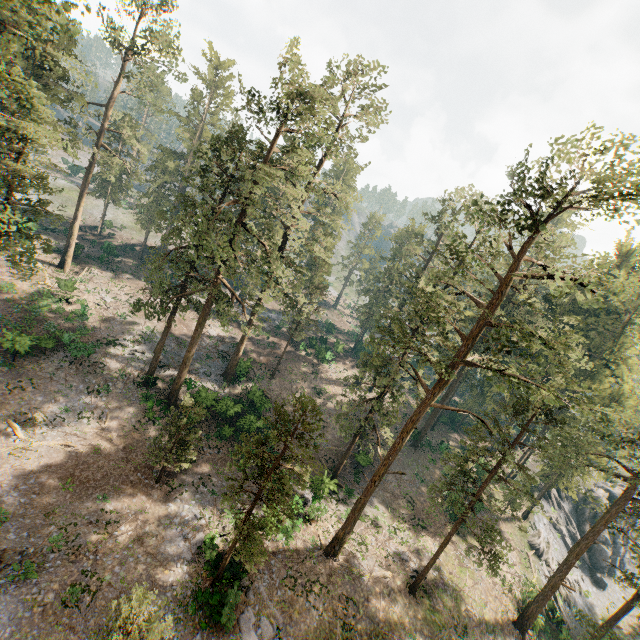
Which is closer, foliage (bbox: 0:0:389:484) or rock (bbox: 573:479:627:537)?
foliage (bbox: 0:0:389:484)

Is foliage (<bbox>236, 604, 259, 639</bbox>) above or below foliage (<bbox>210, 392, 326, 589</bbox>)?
below

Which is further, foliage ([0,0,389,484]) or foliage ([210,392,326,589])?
foliage ([0,0,389,484])

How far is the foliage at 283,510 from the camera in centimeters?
1675cm

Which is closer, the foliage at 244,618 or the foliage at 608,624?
the foliage at 244,618

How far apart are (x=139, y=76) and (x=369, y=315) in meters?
43.6 m

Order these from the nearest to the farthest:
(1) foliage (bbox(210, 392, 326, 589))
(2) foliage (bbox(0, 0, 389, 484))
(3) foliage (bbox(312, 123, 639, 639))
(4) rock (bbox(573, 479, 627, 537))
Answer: (1) foliage (bbox(210, 392, 326, 589)) → (3) foliage (bbox(312, 123, 639, 639)) → (2) foliage (bbox(0, 0, 389, 484)) → (4) rock (bbox(573, 479, 627, 537))

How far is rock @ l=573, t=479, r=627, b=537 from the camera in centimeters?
Result: 4519cm
